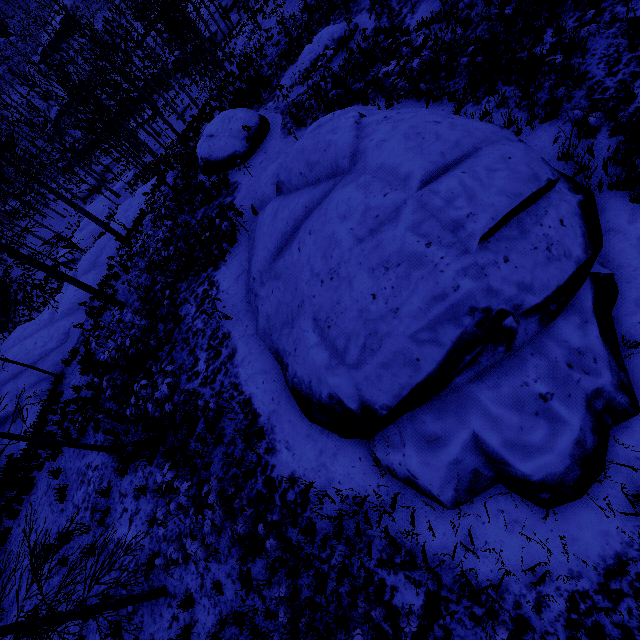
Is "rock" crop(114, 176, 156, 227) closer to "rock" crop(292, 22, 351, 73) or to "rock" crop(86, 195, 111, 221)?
"rock" crop(86, 195, 111, 221)

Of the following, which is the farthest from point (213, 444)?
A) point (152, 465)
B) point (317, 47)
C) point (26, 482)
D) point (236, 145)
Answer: point (317, 47)

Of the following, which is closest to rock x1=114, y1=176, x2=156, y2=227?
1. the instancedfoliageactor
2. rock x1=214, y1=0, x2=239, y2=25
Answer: the instancedfoliageactor

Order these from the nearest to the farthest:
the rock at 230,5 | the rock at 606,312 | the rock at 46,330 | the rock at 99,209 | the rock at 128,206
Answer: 1. the rock at 606,312
2. the rock at 46,330
3. the rock at 128,206
4. the rock at 99,209
5. the rock at 230,5

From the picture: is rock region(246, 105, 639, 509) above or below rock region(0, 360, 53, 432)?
above

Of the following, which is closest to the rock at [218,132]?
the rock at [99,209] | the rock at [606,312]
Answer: the rock at [606,312]

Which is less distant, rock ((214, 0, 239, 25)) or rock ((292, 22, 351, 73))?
rock ((292, 22, 351, 73))

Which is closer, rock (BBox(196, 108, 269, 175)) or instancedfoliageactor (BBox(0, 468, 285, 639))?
instancedfoliageactor (BBox(0, 468, 285, 639))
